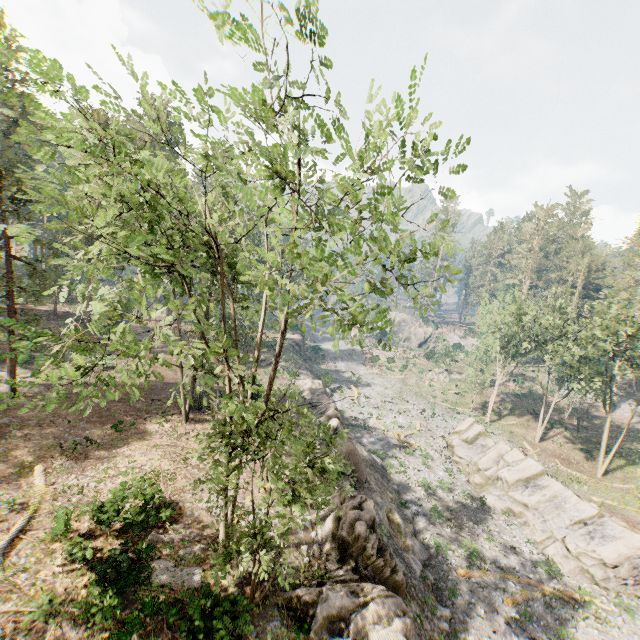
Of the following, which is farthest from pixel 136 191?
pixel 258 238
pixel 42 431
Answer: pixel 258 238

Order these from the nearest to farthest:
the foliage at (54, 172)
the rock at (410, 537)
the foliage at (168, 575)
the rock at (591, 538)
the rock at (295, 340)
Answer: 1. the foliage at (54, 172)
2. the rock at (410, 537)
3. the foliage at (168, 575)
4. the rock at (591, 538)
5. the rock at (295, 340)

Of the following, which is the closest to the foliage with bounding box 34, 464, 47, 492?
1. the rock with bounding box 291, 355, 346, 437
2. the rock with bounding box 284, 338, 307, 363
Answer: the rock with bounding box 291, 355, 346, 437

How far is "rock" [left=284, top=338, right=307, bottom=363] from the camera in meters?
55.7 m

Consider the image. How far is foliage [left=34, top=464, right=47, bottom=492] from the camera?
16.6m

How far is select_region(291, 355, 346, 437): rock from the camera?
28.30m

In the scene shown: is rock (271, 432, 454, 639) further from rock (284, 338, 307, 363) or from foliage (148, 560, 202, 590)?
rock (284, 338, 307, 363)

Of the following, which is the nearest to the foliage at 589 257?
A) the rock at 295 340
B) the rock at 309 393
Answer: the rock at 309 393
